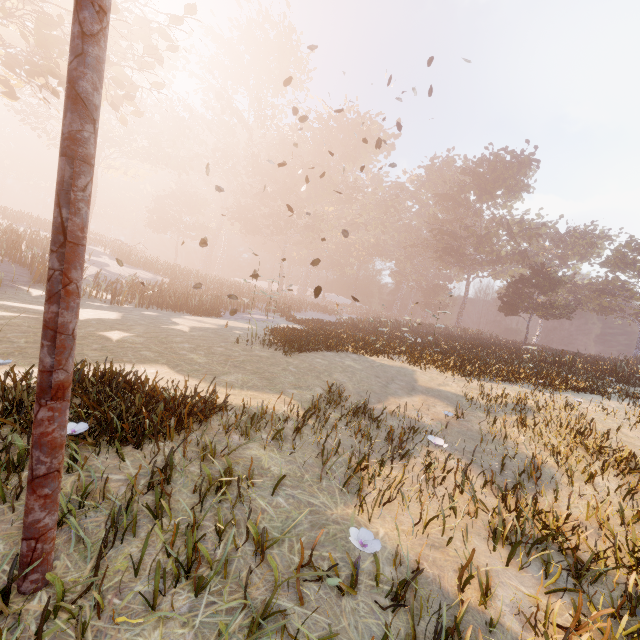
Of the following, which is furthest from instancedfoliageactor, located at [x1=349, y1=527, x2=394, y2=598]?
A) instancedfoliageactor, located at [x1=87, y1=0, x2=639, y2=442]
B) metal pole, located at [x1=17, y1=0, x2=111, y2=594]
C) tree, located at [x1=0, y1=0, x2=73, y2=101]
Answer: tree, located at [x1=0, y1=0, x2=73, y2=101]

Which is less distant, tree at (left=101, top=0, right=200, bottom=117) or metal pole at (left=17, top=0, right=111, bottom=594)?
metal pole at (left=17, top=0, right=111, bottom=594)

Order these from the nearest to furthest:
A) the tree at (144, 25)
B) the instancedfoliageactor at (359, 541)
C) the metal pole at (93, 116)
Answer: the metal pole at (93, 116)
the instancedfoliageactor at (359, 541)
the tree at (144, 25)

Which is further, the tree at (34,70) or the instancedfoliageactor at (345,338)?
the instancedfoliageactor at (345,338)

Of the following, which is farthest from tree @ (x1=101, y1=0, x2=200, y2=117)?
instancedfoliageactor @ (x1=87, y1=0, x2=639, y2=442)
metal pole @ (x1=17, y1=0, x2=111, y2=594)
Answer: instancedfoliageactor @ (x1=87, y1=0, x2=639, y2=442)

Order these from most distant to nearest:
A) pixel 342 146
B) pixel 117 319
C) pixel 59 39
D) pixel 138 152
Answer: pixel 342 146, pixel 138 152, pixel 117 319, pixel 59 39

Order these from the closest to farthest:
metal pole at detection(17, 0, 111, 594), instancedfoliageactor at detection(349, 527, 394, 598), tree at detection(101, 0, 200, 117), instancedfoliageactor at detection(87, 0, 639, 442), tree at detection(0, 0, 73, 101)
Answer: metal pole at detection(17, 0, 111, 594) → instancedfoliageactor at detection(349, 527, 394, 598) → tree at detection(0, 0, 73, 101) → tree at detection(101, 0, 200, 117) → instancedfoliageactor at detection(87, 0, 639, 442)

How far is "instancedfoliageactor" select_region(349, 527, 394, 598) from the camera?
2.3 meters
